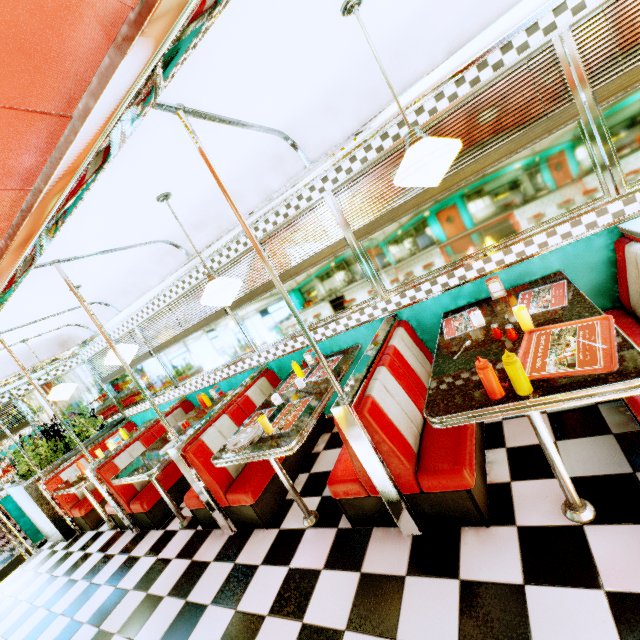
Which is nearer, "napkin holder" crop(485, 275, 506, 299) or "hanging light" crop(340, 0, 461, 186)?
"hanging light" crop(340, 0, 461, 186)

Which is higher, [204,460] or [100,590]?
[204,460]

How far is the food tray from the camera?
1.5m

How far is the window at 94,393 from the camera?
6.5m

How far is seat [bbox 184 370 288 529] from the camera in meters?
3.1

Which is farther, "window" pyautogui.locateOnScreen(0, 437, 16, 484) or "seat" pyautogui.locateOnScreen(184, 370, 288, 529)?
"window" pyautogui.locateOnScreen(0, 437, 16, 484)

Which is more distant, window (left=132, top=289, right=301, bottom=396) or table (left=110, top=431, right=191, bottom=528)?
window (left=132, top=289, right=301, bottom=396)

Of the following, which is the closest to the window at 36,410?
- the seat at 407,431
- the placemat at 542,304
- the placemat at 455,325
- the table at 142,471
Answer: the table at 142,471
